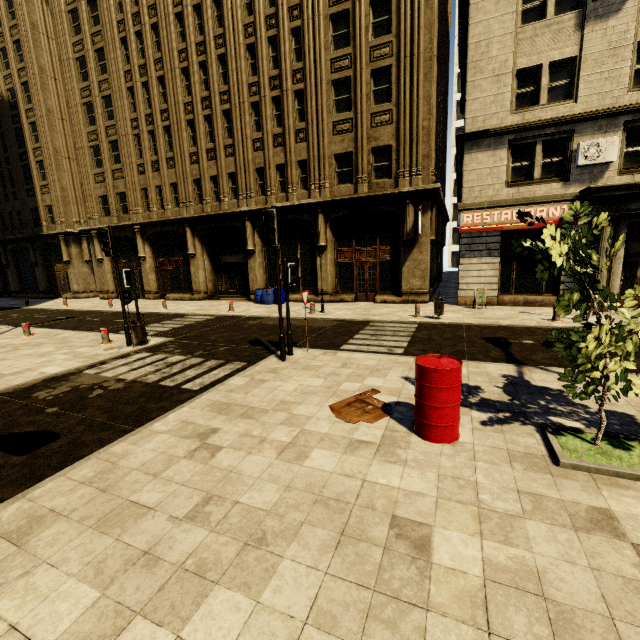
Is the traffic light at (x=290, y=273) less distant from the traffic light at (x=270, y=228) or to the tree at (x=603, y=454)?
the traffic light at (x=270, y=228)

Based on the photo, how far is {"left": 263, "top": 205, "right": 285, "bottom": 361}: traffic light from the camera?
7.71m

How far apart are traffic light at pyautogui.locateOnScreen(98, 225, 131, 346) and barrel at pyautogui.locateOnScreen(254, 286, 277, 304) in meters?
9.2 m

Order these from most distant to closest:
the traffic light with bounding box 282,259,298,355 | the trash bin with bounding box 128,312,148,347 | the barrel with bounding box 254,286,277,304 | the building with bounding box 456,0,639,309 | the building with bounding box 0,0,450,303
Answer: the barrel with bounding box 254,286,277,304 → the building with bounding box 0,0,450,303 → the building with bounding box 456,0,639,309 → the trash bin with bounding box 128,312,148,347 → the traffic light with bounding box 282,259,298,355

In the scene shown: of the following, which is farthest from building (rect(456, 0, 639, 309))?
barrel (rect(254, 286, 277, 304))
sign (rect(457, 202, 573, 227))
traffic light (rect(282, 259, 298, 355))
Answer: traffic light (rect(282, 259, 298, 355))

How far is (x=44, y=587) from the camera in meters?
2.7

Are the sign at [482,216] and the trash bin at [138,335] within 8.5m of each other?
no

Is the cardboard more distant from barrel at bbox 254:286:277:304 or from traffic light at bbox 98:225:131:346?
barrel at bbox 254:286:277:304
